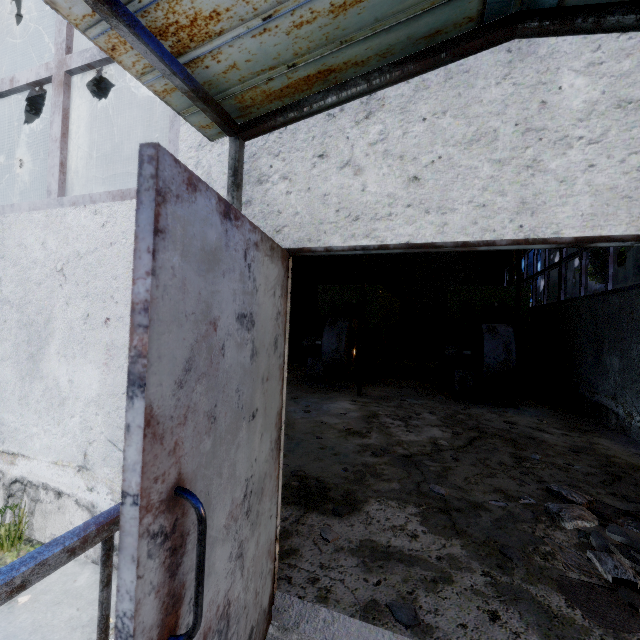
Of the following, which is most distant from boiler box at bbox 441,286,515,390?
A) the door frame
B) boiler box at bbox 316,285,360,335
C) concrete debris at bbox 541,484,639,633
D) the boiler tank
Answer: the door frame

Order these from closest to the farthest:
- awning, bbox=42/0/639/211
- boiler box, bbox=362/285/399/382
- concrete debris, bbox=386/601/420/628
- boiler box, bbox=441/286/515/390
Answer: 1. awning, bbox=42/0/639/211
2. concrete debris, bbox=386/601/420/628
3. boiler box, bbox=441/286/515/390
4. boiler box, bbox=362/285/399/382

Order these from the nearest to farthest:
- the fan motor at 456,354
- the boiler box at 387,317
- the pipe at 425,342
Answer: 1. the fan motor at 456,354
2. the boiler box at 387,317
3. the pipe at 425,342

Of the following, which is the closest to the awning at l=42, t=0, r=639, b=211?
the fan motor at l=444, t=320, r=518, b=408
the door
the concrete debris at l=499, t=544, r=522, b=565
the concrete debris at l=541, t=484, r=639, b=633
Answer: the door

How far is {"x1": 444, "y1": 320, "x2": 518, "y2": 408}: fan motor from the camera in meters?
7.3

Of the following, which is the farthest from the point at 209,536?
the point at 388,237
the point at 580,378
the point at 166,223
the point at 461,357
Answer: the point at 580,378

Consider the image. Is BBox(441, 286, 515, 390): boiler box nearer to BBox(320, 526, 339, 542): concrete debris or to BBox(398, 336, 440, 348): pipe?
BBox(398, 336, 440, 348): pipe

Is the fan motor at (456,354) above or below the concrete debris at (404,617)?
above
